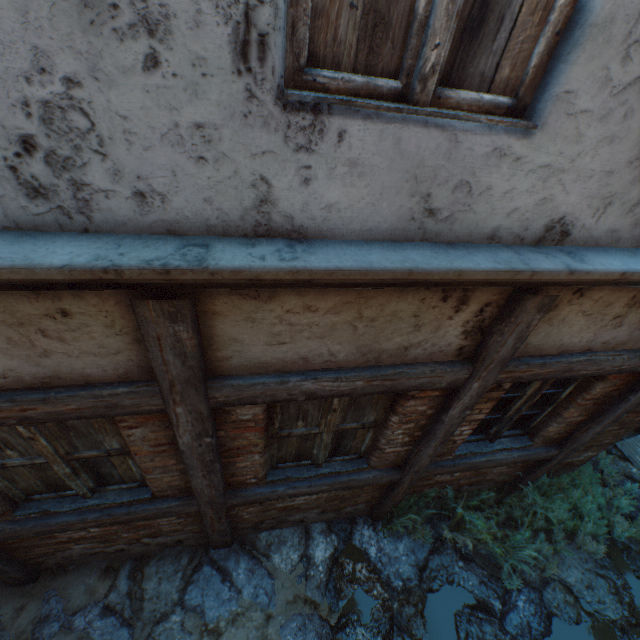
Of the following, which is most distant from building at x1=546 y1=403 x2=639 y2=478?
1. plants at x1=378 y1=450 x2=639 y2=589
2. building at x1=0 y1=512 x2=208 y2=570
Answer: building at x1=0 y1=512 x2=208 y2=570

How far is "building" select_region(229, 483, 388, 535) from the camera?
3.4m

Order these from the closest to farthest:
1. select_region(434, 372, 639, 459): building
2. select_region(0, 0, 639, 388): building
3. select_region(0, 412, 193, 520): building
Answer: select_region(0, 0, 639, 388): building → select_region(0, 412, 193, 520): building → select_region(434, 372, 639, 459): building

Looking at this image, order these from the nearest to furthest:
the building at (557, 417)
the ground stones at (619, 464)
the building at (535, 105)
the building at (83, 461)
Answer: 1. the building at (535, 105)
2. the building at (83, 461)
3. the building at (557, 417)
4. the ground stones at (619, 464)

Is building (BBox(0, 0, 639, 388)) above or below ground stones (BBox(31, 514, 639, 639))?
above

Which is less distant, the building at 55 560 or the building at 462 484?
the building at 55 560

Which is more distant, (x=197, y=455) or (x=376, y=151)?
(x=197, y=455)
